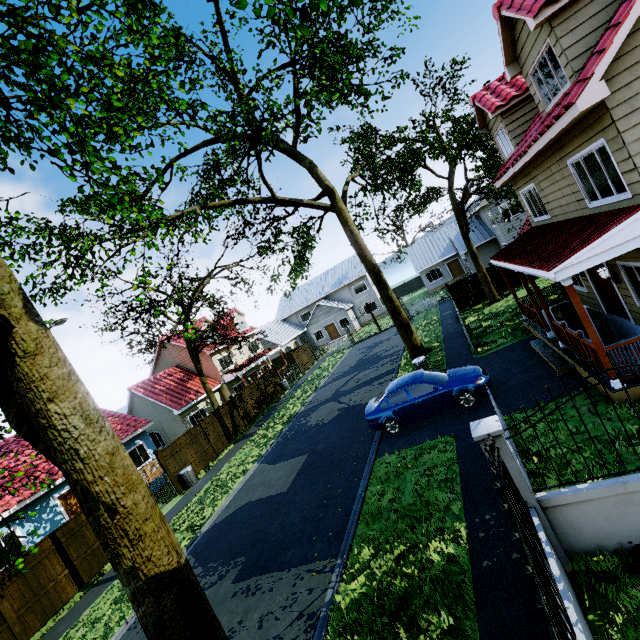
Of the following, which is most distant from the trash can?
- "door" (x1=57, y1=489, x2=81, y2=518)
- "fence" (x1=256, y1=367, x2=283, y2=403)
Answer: "fence" (x1=256, y1=367, x2=283, y2=403)

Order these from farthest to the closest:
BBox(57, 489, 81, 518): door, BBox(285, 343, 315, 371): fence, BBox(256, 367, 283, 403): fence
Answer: BBox(285, 343, 315, 371): fence
BBox(256, 367, 283, 403): fence
BBox(57, 489, 81, 518): door

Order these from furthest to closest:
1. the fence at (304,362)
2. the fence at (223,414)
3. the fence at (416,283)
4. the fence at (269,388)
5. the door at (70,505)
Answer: the fence at (416,283) → the fence at (304,362) → the fence at (269,388) → the fence at (223,414) → the door at (70,505)

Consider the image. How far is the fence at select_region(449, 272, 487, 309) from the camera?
23.1m

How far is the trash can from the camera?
16.99m

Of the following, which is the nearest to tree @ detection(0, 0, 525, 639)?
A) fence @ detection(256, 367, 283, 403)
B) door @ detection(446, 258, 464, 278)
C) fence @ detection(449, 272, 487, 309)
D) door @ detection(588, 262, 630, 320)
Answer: fence @ detection(449, 272, 487, 309)

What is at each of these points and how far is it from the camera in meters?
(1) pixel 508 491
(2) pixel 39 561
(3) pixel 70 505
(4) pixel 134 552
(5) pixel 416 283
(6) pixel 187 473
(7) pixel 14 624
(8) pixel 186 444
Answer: →
(1) fence, 3.7
(2) fence, 11.6
(3) door, 16.7
(4) tree, 2.7
(5) fence, 53.8
(6) trash can, 17.0
(7) fence post, 10.4
(8) fence, 18.5

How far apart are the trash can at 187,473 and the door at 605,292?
19.5 meters
